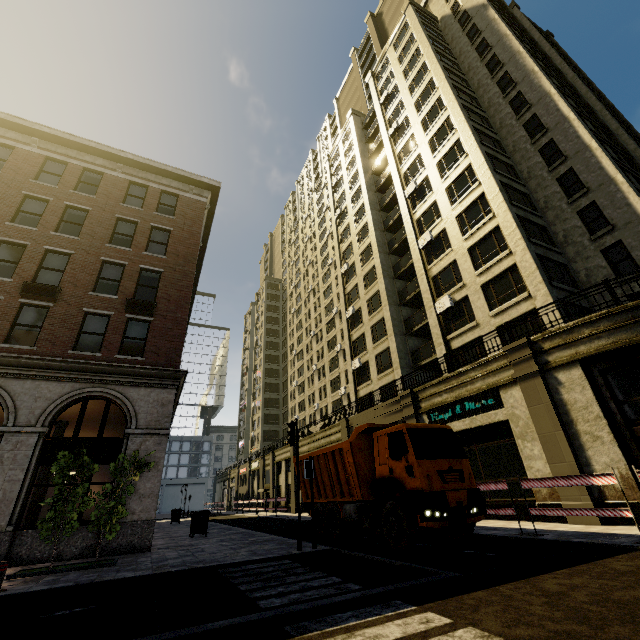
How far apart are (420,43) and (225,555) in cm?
4136

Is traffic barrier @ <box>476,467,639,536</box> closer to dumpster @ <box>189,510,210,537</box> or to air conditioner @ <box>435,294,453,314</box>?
air conditioner @ <box>435,294,453,314</box>

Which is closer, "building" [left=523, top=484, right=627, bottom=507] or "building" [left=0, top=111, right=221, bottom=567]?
"building" [left=523, top=484, right=627, bottom=507]

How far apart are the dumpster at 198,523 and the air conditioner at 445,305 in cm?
1844

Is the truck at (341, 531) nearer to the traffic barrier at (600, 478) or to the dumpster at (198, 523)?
the traffic barrier at (600, 478)

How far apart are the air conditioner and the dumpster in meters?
18.4 m

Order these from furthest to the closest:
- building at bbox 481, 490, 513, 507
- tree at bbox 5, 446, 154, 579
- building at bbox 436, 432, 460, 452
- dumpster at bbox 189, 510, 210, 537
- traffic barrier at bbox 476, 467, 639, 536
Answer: building at bbox 436, 432, 460, 452 → dumpster at bbox 189, 510, 210, 537 → building at bbox 481, 490, 513, 507 → tree at bbox 5, 446, 154, 579 → traffic barrier at bbox 476, 467, 639, 536
